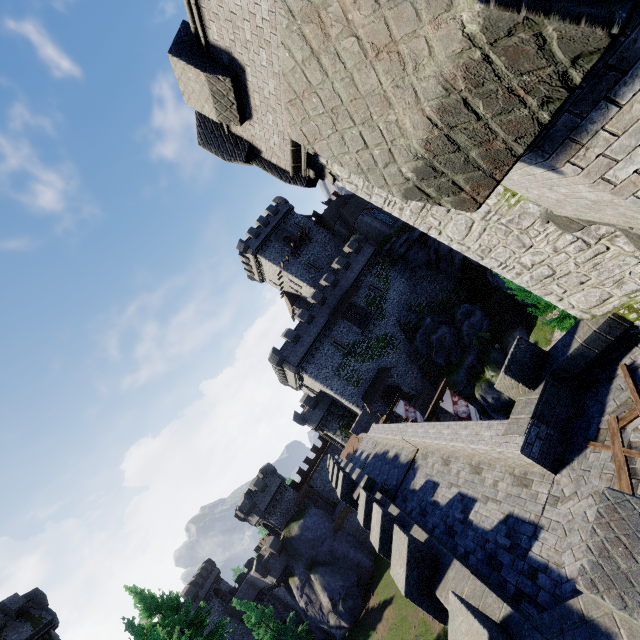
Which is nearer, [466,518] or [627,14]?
[627,14]

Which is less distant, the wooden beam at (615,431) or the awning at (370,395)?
the wooden beam at (615,431)

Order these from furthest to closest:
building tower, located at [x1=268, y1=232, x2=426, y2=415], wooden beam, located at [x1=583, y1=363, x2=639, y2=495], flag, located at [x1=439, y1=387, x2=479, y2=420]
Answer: building tower, located at [x1=268, y1=232, x2=426, y2=415], flag, located at [x1=439, y1=387, x2=479, y2=420], wooden beam, located at [x1=583, y1=363, x2=639, y2=495]

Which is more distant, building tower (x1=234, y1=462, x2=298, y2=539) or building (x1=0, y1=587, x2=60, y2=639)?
building tower (x1=234, y1=462, x2=298, y2=539)

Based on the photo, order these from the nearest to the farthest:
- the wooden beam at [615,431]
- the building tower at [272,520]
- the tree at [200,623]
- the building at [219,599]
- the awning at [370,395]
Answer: the wooden beam at [615,431]
the tree at [200,623]
the awning at [370,395]
the building tower at [272,520]
the building at [219,599]

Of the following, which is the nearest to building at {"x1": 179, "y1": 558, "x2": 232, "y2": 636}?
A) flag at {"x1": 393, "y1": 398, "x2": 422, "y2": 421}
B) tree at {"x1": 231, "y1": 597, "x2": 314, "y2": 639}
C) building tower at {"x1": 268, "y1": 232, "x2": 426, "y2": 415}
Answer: tree at {"x1": 231, "y1": 597, "x2": 314, "y2": 639}

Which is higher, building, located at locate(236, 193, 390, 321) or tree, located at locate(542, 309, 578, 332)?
building, located at locate(236, 193, 390, 321)

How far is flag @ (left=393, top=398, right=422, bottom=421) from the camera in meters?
27.4
